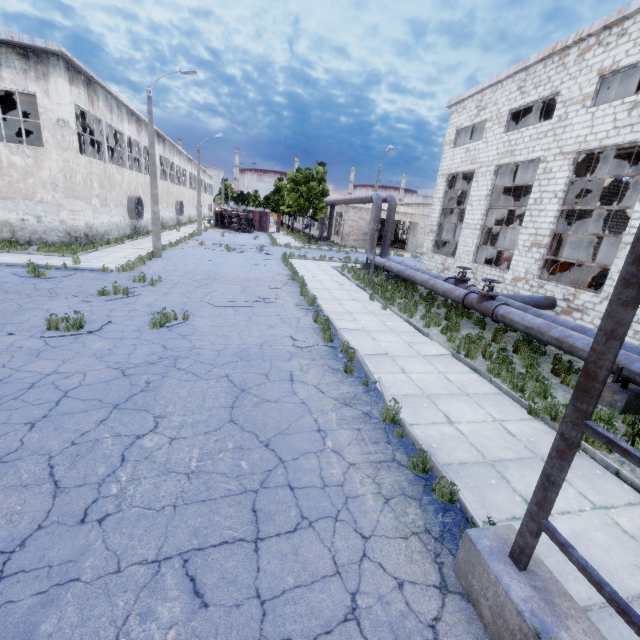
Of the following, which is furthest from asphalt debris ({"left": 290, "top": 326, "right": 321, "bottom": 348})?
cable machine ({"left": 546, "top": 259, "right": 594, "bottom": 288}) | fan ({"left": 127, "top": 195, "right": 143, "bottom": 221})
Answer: fan ({"left": 127, "top": 195, "right": 143, "bottom": 221})

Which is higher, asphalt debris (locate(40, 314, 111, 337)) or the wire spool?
the wire spool

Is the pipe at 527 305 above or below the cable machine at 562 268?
below

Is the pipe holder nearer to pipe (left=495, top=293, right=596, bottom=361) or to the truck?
pipe (left=495, top=293, right=596, bottom=361)

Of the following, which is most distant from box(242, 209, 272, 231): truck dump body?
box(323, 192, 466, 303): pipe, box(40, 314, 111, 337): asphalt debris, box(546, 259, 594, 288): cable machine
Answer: box(40, 314, 111, 337): asphalt debris

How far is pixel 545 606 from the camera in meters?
2.7

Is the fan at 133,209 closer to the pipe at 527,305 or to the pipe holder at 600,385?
the pipe at 527,305

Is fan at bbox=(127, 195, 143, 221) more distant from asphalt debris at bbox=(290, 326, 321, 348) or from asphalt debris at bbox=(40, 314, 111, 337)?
asphalt debris at bbox=(290, 326, 321, 348)
